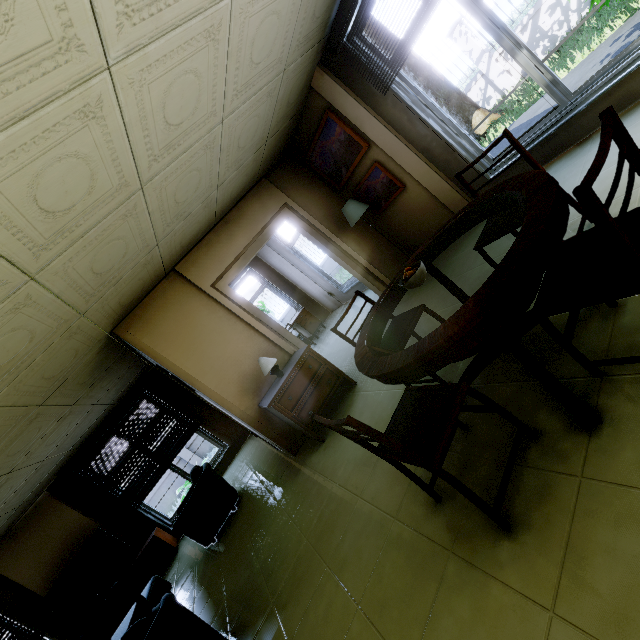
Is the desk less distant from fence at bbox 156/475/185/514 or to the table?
the table

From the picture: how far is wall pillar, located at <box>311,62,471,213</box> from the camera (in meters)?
4.05

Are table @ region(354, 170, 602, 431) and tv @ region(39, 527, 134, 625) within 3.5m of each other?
no

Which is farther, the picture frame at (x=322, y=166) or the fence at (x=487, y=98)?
the fence at (x=487, y=98)

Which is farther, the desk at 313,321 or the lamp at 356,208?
the desk at 313,321

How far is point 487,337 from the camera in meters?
1.5

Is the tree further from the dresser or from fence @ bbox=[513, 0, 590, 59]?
the dresser

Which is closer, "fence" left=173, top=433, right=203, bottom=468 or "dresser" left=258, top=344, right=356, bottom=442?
"dresser" left=258, top=344, right=356, bottom=442
